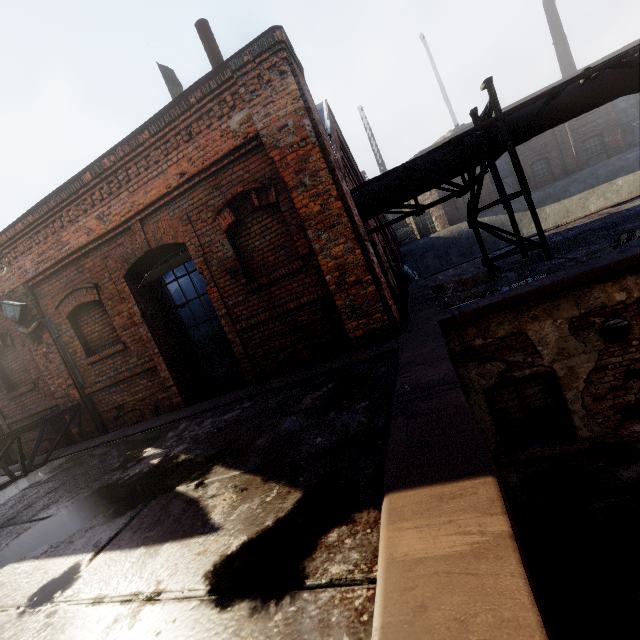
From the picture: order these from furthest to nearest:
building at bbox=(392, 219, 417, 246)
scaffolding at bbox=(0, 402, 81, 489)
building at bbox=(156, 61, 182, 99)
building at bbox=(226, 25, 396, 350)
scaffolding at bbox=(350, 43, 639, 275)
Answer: building at bbox=(392, 219, 417, 246) < building at bbox=(156, 61, 182, 99) < scaffolding at bbox=(0, 402, 81, 489) < scaffolding at bbox=(350, 43, 639, 275) < building at bbox=(226, 25, 396, 350)

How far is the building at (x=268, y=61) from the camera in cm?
440

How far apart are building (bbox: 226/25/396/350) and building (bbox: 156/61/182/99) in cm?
368

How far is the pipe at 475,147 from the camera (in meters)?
6.04

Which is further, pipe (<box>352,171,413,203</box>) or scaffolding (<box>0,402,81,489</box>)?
pipe (<box>352,171,413,203</box>)

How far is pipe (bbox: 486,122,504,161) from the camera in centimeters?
595cm

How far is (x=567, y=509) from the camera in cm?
491

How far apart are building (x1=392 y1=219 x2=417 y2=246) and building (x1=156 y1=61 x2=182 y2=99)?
22.6m
